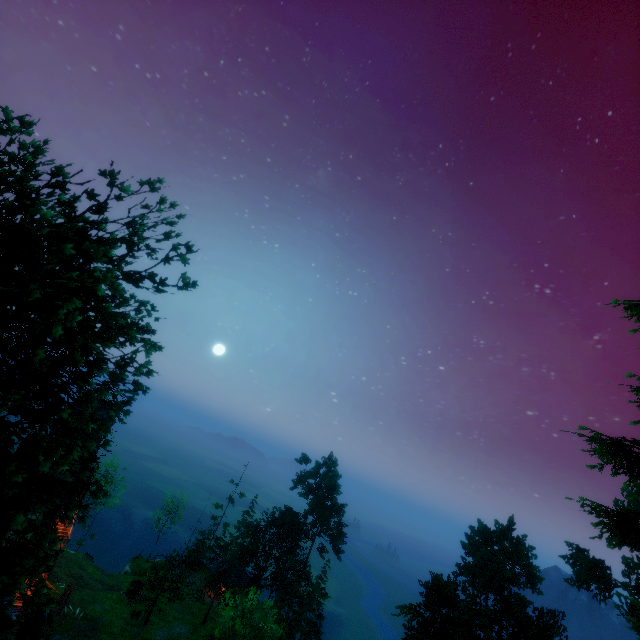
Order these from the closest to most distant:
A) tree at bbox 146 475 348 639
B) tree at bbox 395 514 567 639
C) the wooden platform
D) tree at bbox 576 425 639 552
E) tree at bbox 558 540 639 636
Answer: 1. tree at bbox 395 514 567 639
2. tree at bbox 576 425 639 552
3. tree at bbox 146 475 348 639
4. the wooden platform
5. tree at bbox 558 540 639 636

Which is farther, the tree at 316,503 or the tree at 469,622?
the tree at 316,503

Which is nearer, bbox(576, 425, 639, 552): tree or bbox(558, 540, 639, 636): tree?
bbox(576, 425, 639, 552): tree

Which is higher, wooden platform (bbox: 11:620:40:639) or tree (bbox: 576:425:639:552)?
tree (bbox: 576:425:639:552)

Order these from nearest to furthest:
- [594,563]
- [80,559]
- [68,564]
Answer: [594,563]
[68,564]
[80,559]

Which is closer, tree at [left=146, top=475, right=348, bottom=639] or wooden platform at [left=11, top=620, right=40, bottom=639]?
tree at [left=146, top=475, right=348, bottom=639]

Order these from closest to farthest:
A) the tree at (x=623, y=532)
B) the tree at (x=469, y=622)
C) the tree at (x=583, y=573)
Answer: the tree at (x=469, y=622), the tree at (x=623, y=532), the tree at (x=583, y=573)
